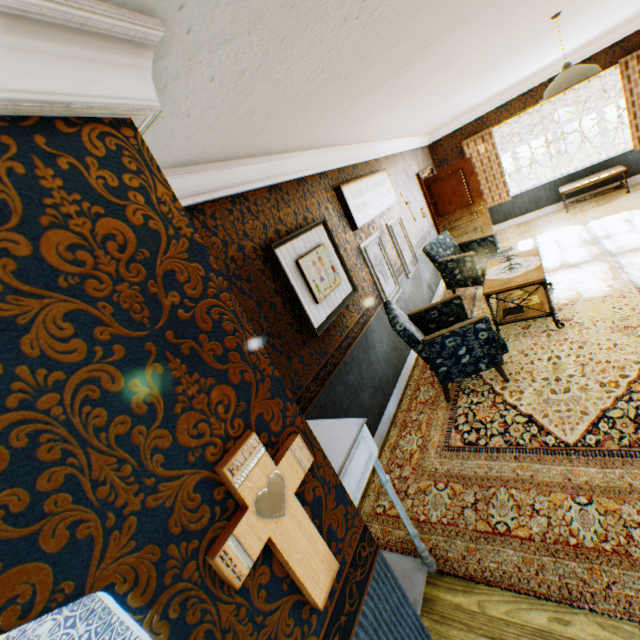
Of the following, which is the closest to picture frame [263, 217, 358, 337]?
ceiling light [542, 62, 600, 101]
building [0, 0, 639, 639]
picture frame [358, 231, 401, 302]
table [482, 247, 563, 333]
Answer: building [0, 0, 639, 639]

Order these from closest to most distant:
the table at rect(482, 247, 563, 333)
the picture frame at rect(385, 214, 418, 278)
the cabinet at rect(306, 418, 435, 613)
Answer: the cabinet at rect(306, 418, 435, 613) < the table at rect(482, 247, 563, 333) < the picture frame at rect(385, 214, 418, 278)

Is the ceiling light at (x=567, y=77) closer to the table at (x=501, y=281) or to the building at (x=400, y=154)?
the building at (x=400, y=154)

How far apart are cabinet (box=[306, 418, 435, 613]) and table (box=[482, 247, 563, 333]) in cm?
301

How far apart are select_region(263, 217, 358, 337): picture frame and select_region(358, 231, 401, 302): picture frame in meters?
0.7

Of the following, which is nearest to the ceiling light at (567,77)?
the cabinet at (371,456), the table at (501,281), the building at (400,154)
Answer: the building at (400,154)

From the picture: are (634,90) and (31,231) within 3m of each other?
no

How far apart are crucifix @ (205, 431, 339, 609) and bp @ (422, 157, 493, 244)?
7.8 meters
